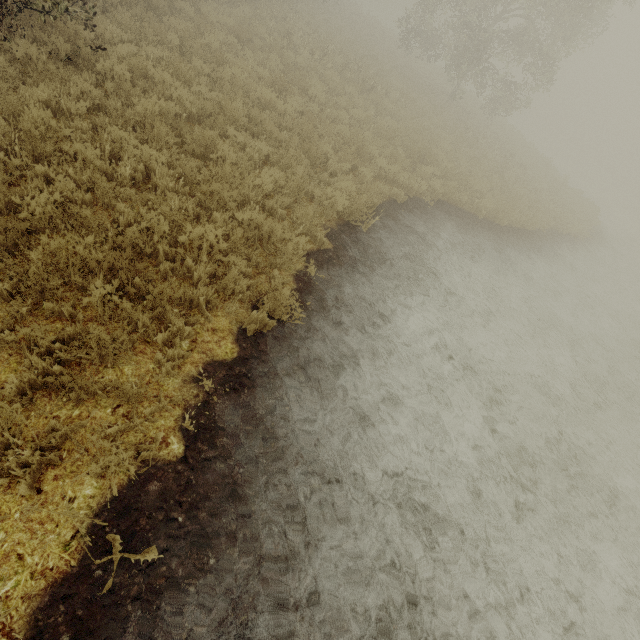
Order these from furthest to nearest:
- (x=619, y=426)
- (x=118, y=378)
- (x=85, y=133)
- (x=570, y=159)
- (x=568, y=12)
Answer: (x=570, y=159) < (x=568, y=12) < (x=619, y=426) < (x=85, y=133) < (x=118, y=378)
